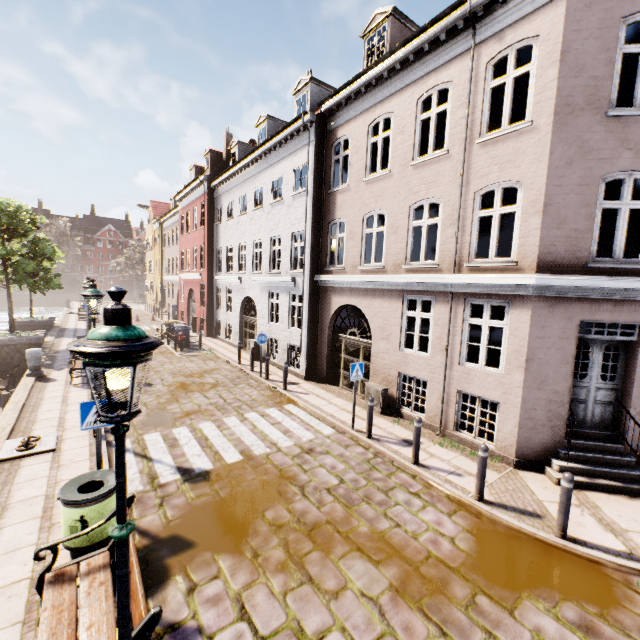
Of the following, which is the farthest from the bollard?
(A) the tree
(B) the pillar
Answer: (A) the tree

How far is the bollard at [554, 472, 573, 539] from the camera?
5.2 meters

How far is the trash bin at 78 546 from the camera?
4.4 meters

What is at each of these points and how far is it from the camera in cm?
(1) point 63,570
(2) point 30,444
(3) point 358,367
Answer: (1) bench, 369
(2) boat ring, 731
(3) sign, 885

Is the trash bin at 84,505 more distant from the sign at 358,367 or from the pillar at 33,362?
the pillar at 33,362

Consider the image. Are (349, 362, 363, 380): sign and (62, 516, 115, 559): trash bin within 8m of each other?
yes

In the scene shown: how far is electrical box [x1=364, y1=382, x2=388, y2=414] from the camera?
10.2 meters

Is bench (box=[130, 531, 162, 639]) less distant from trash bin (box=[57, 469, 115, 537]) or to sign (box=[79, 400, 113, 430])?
trash bin (box=[57, 469, 115, 537])
